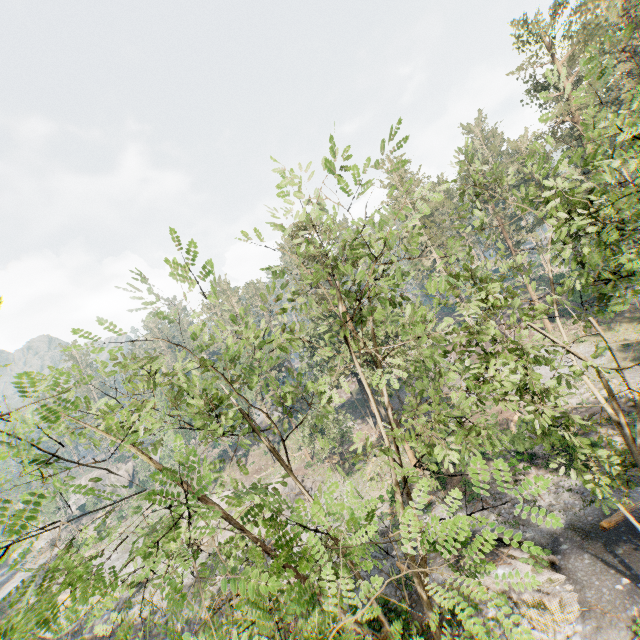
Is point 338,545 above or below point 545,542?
above

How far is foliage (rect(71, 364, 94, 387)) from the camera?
3.9m

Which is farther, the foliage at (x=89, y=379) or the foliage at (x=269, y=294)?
the foliage at (x=269, y=294)

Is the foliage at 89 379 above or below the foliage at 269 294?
below

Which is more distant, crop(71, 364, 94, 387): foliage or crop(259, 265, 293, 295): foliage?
crop(259, 265, 293, 295): foliage

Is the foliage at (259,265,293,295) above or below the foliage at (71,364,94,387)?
above
